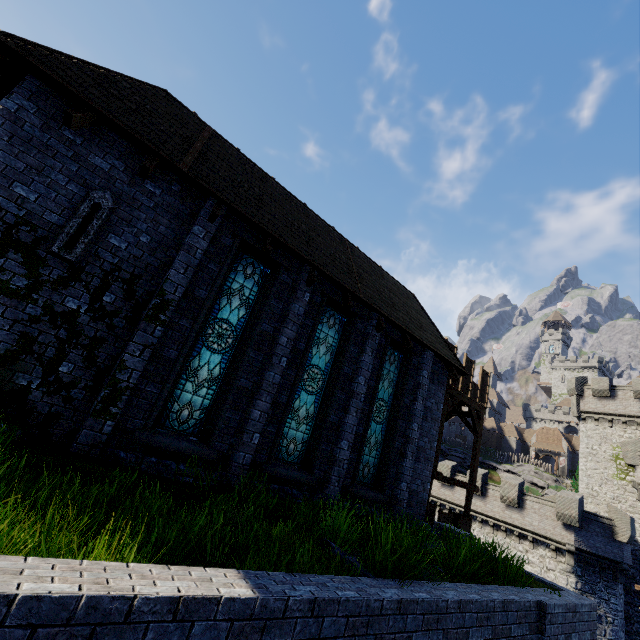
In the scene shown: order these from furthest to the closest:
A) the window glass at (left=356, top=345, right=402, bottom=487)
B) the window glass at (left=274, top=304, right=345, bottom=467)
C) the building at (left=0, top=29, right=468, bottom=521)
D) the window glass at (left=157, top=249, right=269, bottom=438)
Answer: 1. the window glass at (left=356, top=345, right=402, bottom=487)
2. the window glass at (left=274, top=304, right=345, bottom=467)
3. the window glass at (left=157, top=249, right=269, bottom=438)
4. the building at (left=0, top=29, right=468, bottom=521)

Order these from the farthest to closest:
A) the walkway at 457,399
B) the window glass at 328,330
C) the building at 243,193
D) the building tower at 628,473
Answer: the building tower at 628,473
the walkway at 457,399
the window glass at 328,330
the building at 243,193

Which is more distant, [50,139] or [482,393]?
[482,393]

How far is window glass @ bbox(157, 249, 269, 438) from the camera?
7.1 meters

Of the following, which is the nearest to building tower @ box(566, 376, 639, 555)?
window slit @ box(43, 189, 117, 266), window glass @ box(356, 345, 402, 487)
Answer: window glass @ box(356, 345, 402, 487)

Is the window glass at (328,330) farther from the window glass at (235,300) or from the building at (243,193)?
the window glass at (235,300)

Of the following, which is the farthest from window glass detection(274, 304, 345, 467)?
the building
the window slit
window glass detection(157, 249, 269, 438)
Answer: the window slit

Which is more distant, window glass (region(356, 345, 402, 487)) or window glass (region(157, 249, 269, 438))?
window glass (region(356, 345, 402, 487))
